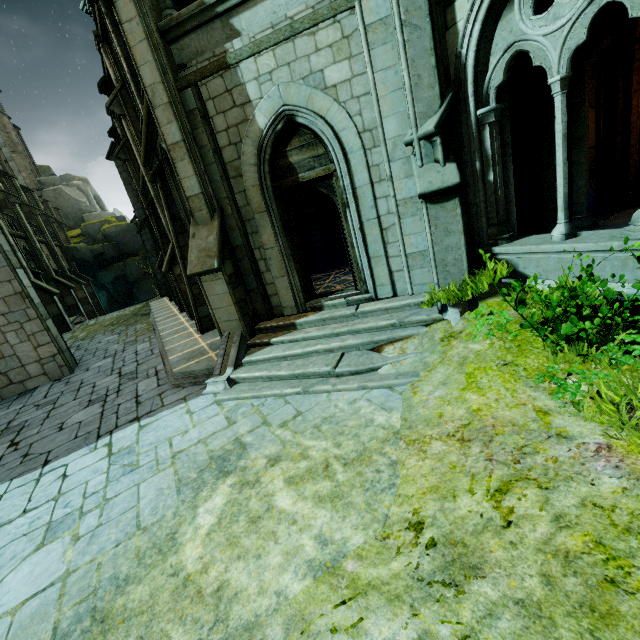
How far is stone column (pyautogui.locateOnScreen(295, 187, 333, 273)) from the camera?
10.6m

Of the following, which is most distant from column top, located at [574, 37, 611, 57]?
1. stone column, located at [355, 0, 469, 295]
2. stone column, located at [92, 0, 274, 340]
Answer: stone column, located at [92, 0, 274, 340]

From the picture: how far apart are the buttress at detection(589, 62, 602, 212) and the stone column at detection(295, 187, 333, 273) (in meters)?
6.74

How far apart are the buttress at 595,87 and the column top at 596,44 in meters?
0.4

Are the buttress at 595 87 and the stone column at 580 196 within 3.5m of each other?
yes

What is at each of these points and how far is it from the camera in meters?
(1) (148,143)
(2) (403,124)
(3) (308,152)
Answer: (1) wall trim, 8.6
(2) stone column, 5.6
(3) window, 6.3

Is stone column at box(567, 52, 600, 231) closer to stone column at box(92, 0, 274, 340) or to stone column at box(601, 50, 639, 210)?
stone column at box(601, 50, 639, 210)

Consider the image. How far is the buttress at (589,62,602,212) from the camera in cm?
752
